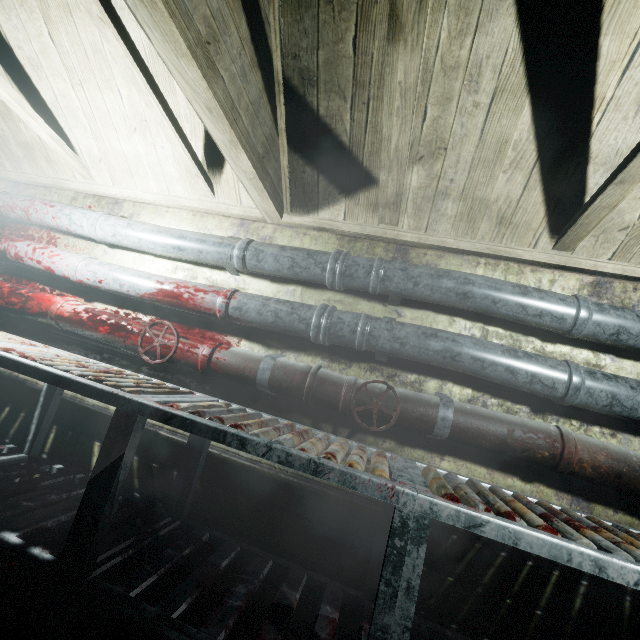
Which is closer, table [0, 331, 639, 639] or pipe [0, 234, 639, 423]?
table [0, 331, 639, 639]

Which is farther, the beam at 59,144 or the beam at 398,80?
the beam at 59,144

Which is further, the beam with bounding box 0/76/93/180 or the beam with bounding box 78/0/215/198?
the beam with bounding box 0/76/93/180

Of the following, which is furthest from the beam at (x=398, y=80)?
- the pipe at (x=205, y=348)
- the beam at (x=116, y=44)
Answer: the pipe at (x=205, y=348)

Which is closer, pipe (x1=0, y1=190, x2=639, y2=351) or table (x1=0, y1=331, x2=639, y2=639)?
table (x1=0, y1=331, x2=639, y2=639)

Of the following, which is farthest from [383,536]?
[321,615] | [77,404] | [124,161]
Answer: [124,161]

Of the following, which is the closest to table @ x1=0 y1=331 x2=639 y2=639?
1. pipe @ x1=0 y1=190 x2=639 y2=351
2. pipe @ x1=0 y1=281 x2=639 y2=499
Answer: pipe @ x1=0 y1=281 x2=639 y2=499

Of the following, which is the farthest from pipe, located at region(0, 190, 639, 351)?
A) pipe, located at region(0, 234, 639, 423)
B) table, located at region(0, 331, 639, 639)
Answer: table, located at region(0, 331, 639, 639)
